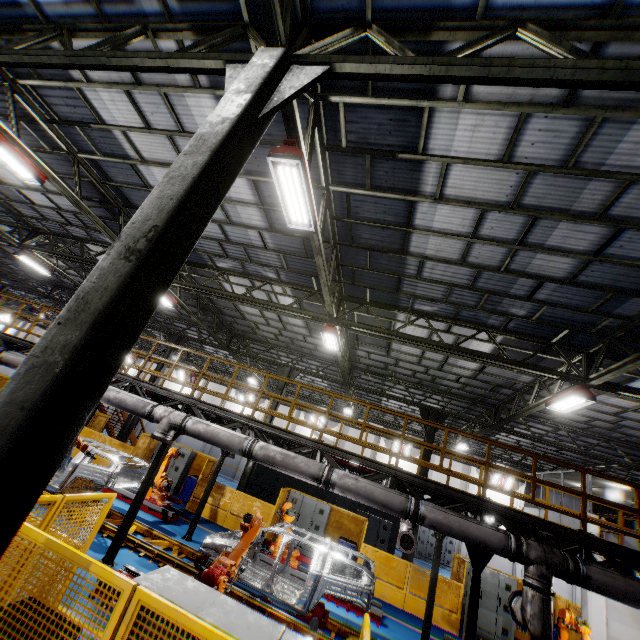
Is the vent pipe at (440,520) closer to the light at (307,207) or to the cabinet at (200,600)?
the cabinet at (200,600)

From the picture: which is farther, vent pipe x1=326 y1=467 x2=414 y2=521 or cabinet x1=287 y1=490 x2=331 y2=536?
cabinet x1=287 y1=490 x2=331 y2=536

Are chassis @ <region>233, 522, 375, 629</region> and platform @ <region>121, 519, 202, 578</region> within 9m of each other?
yes

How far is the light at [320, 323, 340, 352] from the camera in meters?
11.0 m

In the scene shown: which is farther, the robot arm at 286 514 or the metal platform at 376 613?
the robot arm at 286 514

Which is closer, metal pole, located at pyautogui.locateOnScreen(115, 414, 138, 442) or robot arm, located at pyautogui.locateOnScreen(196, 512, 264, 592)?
robot arm, located at pyautogui.locateOnScreen(196, 512, 264, 592)

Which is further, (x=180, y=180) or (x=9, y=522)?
(x=180, y=180)

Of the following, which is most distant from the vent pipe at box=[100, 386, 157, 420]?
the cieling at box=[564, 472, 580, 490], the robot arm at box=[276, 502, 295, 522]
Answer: the cieling at box=[564, 472, 580, 490]
